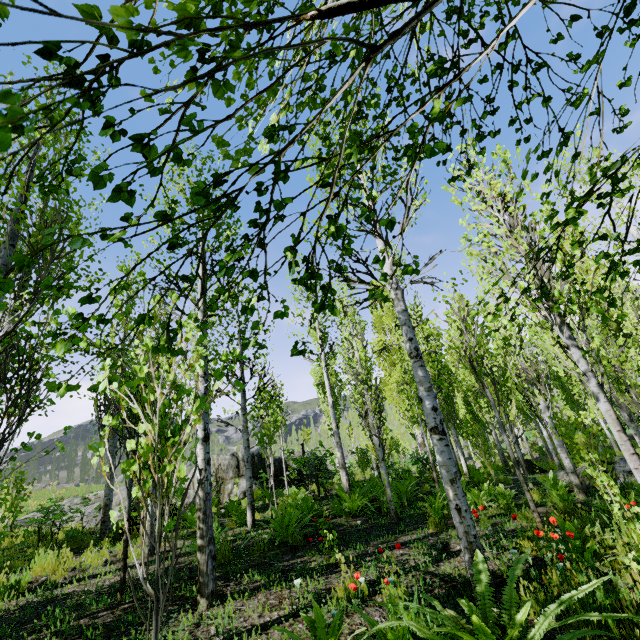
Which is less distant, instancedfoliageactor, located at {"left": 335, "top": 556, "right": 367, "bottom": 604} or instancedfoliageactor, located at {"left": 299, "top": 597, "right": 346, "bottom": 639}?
instancedfoliageactor, located at {"left": 299, "top": 597, "right": 346, "bottom": 639}

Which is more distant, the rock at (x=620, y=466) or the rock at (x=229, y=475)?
the rock at (x=229, y=475)

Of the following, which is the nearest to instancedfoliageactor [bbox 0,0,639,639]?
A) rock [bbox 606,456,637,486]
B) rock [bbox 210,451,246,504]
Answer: rock [bbox 210,451,246,504]

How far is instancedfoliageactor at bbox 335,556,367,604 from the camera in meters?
3.6 m

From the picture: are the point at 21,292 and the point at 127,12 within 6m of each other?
no

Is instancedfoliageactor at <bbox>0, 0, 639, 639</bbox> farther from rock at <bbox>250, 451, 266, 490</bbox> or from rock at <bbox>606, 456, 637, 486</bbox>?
rock at <bbox>606, 456, 637, 486</bbox>

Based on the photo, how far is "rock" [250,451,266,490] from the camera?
14.2 meters

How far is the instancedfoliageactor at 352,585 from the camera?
3.6m
